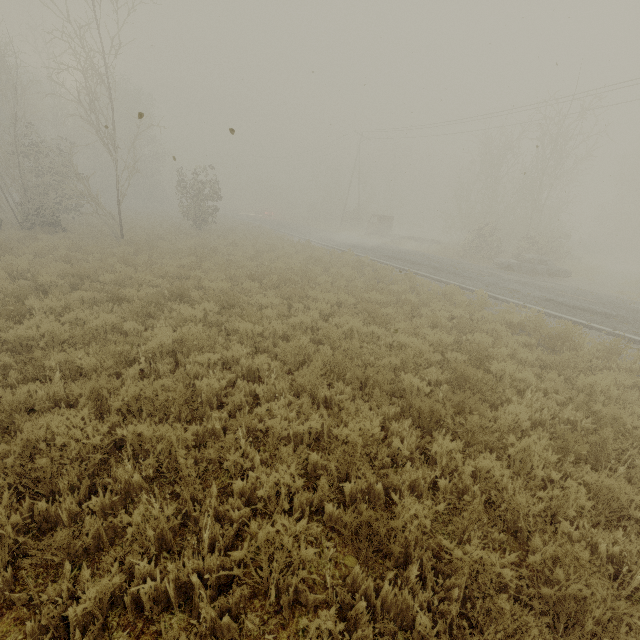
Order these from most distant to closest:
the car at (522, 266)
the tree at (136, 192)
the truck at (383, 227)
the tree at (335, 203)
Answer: the tree at (335, 203) → the truck at (383, 227) → the car at (522, 266) → the tree at (136, 192)

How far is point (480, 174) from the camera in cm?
3055

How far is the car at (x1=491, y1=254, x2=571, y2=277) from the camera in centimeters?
2017cm

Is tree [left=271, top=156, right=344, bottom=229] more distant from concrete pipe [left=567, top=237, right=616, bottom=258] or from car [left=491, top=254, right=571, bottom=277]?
car [left=491, top=254, right=571, bottom=277]

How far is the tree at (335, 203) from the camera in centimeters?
5060cm

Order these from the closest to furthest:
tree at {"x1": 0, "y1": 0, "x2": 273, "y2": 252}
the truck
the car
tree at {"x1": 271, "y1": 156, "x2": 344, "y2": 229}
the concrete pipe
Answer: tree at {"x1": 0, "y1": 0, "x2": 273, "y2": 252}
the car
the truck
the concrete pipe
tree at {"x1": 271, "y1": 156, "x2": 344, "y2": 229}

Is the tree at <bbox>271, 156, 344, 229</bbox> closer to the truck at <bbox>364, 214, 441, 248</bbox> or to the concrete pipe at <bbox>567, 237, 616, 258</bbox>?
the truck at <bbox>364, 214, 441, 248</bbox>

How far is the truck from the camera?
30.8 meters
